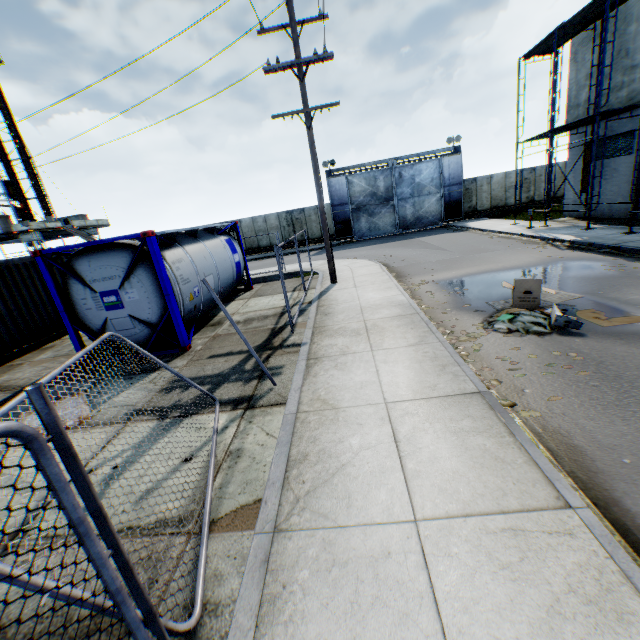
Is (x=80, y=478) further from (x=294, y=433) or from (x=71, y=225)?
(x=71, y=225)

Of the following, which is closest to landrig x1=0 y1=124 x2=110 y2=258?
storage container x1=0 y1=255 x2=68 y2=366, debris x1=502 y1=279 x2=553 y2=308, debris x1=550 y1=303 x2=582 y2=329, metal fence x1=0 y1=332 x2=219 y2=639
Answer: storage container x1=0 y1=255 x2=68 y2=366

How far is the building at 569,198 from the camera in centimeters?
1903cm

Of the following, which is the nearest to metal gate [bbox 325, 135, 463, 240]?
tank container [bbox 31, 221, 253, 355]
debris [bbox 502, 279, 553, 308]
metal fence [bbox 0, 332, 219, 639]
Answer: tank container [bbox 31, 221, 253, 355]

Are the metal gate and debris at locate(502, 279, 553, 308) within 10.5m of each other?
no

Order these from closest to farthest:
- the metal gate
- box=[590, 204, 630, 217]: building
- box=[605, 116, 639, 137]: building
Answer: box=[605, 116, 639, 137]: building
box=[590, 204, 630, 217]: building
the metal gate

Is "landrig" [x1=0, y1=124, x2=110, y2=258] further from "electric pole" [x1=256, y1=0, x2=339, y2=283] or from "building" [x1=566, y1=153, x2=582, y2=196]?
"building" [x1=566, y1=153, x2=582, y2=196]

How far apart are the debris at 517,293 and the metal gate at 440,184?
22.62m
